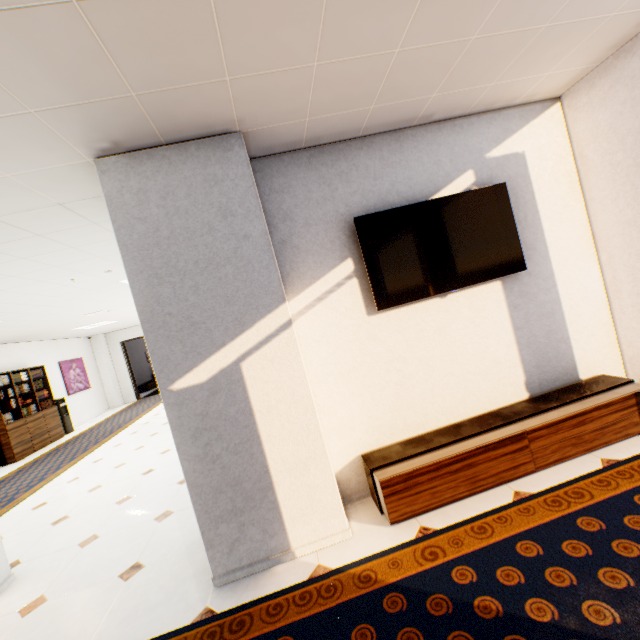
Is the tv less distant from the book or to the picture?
the book

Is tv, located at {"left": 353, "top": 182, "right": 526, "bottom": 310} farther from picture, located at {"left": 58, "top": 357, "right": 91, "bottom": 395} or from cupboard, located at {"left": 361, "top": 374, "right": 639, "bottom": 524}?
picture, located at {"left": 58, "top": 357, "right": 91, "bottom": 395}

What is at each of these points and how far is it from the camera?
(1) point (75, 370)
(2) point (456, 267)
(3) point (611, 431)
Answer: (1) picture, 11.27m
(2) tv, 2.80m
(3) cupboard, 2.56m

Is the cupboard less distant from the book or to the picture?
the book

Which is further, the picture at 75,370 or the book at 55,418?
the picture at 75,370

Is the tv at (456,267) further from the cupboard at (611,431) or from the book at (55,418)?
the book at (55,418)

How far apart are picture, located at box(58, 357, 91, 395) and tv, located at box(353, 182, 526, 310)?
12.16m

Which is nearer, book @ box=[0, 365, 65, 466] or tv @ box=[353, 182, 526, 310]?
tv @ box=[353, 182, 526, 310]
